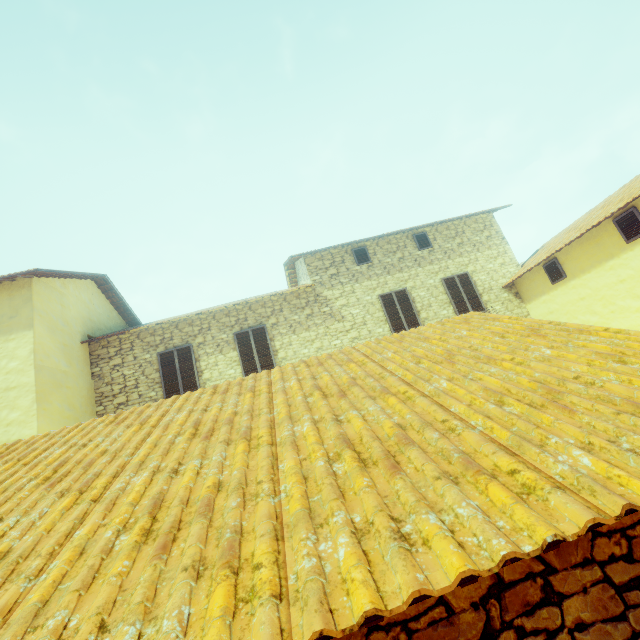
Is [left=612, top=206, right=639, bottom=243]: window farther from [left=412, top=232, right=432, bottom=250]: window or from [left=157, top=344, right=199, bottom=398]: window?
[left=412, top=232, right=432, bottom=250]: window

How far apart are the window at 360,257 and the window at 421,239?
1.92m

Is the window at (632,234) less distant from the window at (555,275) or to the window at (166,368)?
the window at (555,275)

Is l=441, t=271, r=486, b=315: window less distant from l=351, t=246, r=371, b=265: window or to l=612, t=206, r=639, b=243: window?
l=612, t=206, r=639, b=243: window

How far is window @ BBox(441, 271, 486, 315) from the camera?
11.5 meters

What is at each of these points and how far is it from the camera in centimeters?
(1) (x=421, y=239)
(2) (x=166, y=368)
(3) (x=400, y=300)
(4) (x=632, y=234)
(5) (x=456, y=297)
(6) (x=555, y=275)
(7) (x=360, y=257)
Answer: (1) window, 1240cm
(2) window, 1027cm
(3) window, 1151cm
(4) window, 789cm
(5) window, 1166cm
(6) window, 1030cm
(7) window, 1198cm

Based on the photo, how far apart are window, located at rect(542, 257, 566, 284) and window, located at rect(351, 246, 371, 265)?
5.6 meters

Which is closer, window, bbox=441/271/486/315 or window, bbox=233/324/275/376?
window, bbox=233/324/275/376
